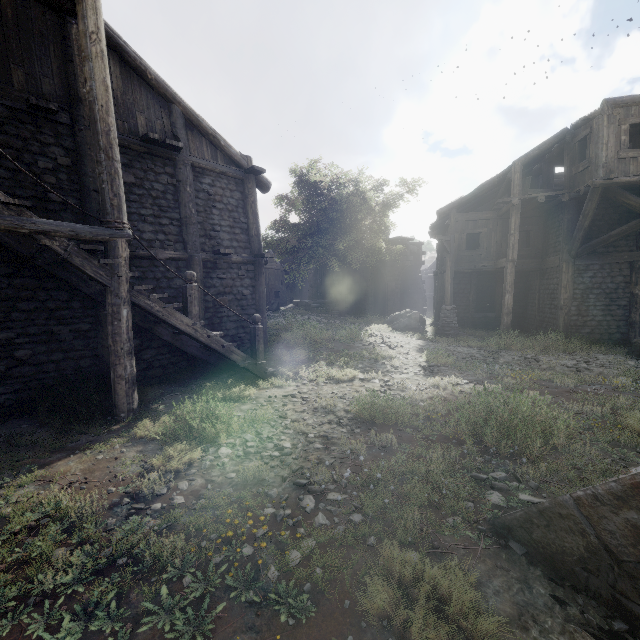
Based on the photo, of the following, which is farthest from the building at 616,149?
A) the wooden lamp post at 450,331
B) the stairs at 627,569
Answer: the stairs at 627,569

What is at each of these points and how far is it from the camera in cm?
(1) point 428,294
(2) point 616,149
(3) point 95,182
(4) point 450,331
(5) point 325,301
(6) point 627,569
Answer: (1) building, 3841
(2) building, 1205
(3) building, 784
(4) wooden lamp post, 1627
(5) building, 3083
(6) stairs, 242

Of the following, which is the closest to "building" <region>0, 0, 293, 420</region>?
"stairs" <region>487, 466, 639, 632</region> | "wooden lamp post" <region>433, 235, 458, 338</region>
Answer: "wooden lamp post" <region>433, 235, 458, 338</region>

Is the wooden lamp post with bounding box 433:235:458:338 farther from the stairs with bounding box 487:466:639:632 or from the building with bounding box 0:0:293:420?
the stairs with bounding box 487:466:639:632

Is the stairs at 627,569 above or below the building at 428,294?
below

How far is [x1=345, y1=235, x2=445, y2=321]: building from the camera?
22.5m

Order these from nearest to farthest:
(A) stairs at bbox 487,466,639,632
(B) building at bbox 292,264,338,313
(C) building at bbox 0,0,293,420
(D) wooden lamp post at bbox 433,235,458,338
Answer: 1. (A) stairs at bbox 487,466,639,632
2. (C) building at bbox 0,0,293,420
3. (D) wooden lamp post at bbox 433,235,458,338
4. (B) building at bbox 292,264,338,313
